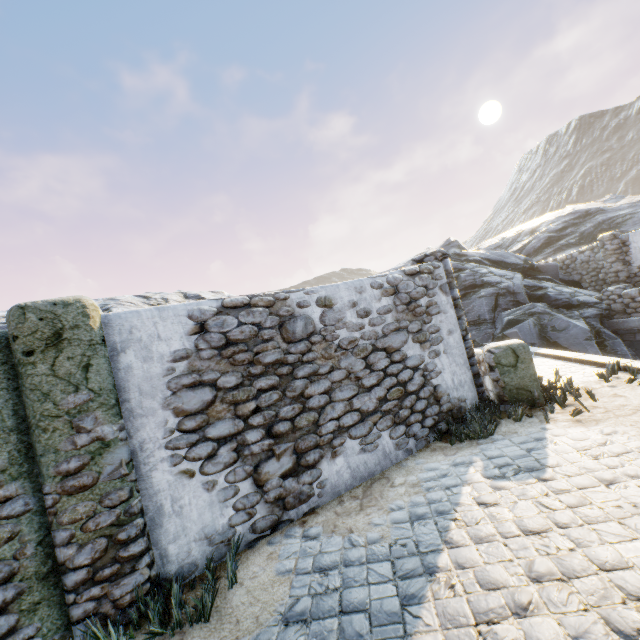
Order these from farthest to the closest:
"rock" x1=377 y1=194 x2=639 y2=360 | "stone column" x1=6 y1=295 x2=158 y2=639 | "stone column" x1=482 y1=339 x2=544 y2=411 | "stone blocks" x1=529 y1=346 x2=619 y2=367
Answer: "rock" x1=377 y1=194 x2=639 y2=360
"stone blocks" x1=529 y1=346 x2=619 y2=367
"stone column" x1=482 y1=339 x2=544 y2=411
"stone column" x1=6 y1=295 x2=158 y2=639

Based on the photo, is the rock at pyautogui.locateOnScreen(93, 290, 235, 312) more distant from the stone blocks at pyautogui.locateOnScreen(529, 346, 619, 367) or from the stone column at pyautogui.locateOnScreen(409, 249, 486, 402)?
the stone column at pyautogui.locateOnScreen(409, 249, 486, 402)

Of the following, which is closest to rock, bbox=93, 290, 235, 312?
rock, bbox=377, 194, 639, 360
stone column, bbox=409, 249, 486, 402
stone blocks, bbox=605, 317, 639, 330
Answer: stone blocks, bbox=605, 317, 639, 330

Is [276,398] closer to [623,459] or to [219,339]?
[219,339]

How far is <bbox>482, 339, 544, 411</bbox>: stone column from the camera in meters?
5.7 m

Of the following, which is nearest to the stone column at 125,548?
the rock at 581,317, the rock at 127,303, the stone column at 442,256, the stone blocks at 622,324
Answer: the rock at 127,303

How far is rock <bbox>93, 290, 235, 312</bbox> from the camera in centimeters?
1110cm

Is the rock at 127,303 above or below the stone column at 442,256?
above
